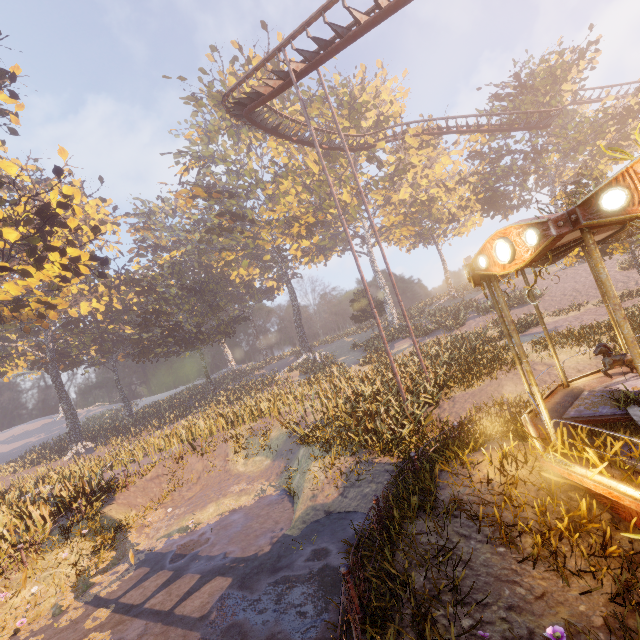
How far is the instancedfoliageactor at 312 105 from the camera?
34.8m

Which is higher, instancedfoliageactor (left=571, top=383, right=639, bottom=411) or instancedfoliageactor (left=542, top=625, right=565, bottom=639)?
instancedfoliageactor (left=571, top=383, right=639, bottom=411)

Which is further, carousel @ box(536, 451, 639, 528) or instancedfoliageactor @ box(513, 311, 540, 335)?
instancedfoliageactor @ box(513, 311, 540, 335)

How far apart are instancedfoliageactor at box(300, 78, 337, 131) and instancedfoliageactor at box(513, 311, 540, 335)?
28.5m

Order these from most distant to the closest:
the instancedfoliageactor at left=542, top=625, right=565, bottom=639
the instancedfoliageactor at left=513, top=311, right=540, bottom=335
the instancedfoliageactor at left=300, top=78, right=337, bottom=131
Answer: the instancedfoliageactor at left=300, top=78, right=337, bottom=131
the instancedfoliageactor at left=513, top=311, right=540, bottom=335
the instancedfoliageactor at left=542, top=625, right=565, bottom=639

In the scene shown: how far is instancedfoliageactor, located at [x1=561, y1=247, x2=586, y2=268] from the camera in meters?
16.8 m

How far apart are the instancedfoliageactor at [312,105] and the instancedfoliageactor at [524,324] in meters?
28.5 m

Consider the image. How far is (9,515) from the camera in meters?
14.1 m
